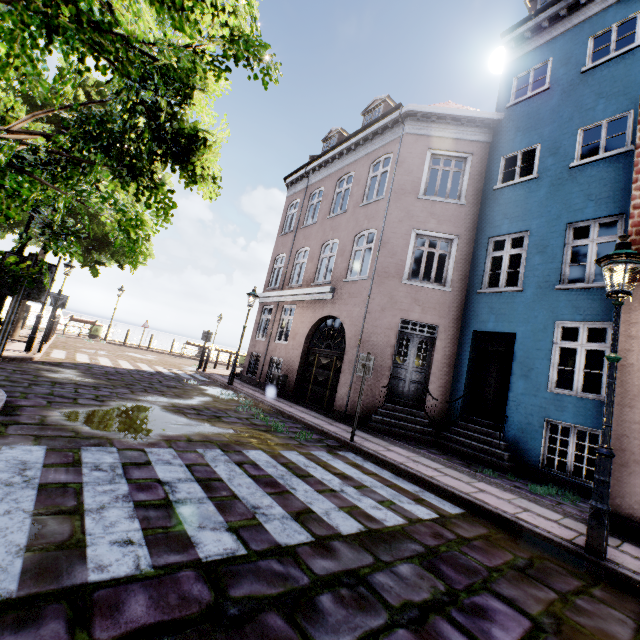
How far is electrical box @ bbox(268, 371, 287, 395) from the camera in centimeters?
1257cm

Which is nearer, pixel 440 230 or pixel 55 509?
pixel 55 509

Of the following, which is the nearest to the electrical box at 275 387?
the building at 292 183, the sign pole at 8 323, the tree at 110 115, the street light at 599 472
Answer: the building at 292 183

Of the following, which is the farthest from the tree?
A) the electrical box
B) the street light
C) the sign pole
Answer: the electrical box

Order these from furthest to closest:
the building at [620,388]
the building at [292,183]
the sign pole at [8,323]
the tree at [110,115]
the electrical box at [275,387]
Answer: the electrical box at [275,387], the building at [292,183], the building at [620,388], the sign pole at [8,323], the tree at [110,115]

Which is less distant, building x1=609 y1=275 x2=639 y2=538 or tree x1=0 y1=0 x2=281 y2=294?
tree x1=0 y1=0 x2=281 y2=294

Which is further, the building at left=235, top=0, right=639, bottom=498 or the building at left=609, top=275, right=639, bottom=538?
the building at left=235, top=0, right=639, bottom=498

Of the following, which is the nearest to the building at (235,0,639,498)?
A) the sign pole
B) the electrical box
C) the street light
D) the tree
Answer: the electrical box
